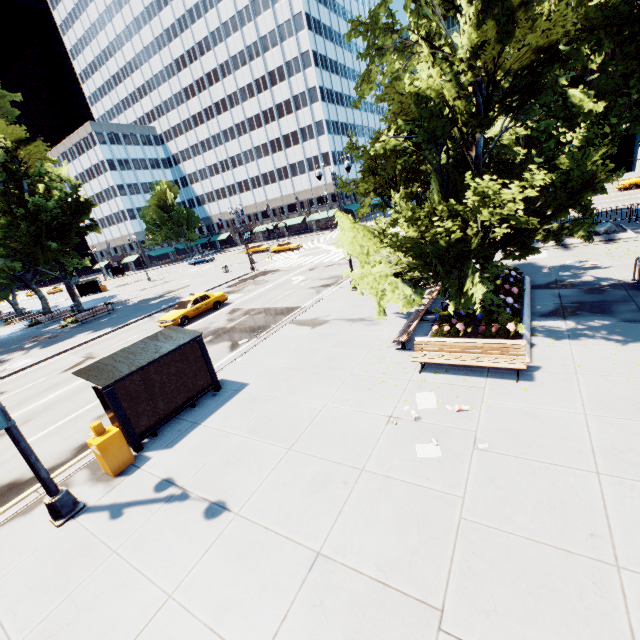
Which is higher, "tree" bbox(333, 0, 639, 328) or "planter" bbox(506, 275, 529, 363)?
"tree" bbox(333, 0, 639, 328)

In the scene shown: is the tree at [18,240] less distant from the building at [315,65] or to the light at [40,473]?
the building at [315,65]

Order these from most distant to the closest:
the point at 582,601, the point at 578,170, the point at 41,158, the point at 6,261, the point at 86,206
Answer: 1. the point at 86,206
2. the point at 41,158
3. the point at 6,261
4. the point at 578,170
5. the point at 582,601

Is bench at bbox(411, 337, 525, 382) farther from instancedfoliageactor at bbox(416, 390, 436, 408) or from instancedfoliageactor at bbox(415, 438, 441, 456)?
instancedfoliageactor at bbox(415, 438, 441, 456)

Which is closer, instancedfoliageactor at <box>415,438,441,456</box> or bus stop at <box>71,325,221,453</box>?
instancedfoliageactor at <box>415,438,441,456</box>

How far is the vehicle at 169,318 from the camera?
21.3m

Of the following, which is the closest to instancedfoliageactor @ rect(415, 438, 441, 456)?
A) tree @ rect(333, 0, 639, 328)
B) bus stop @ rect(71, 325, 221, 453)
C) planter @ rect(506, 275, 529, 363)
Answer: planter @ rect(506, 275, 529, 363)

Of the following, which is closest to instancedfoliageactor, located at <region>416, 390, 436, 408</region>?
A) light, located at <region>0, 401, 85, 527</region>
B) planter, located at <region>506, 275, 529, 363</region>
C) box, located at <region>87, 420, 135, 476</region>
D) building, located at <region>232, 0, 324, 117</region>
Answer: planter, located at <region>506, 275, 529, 363</region>
